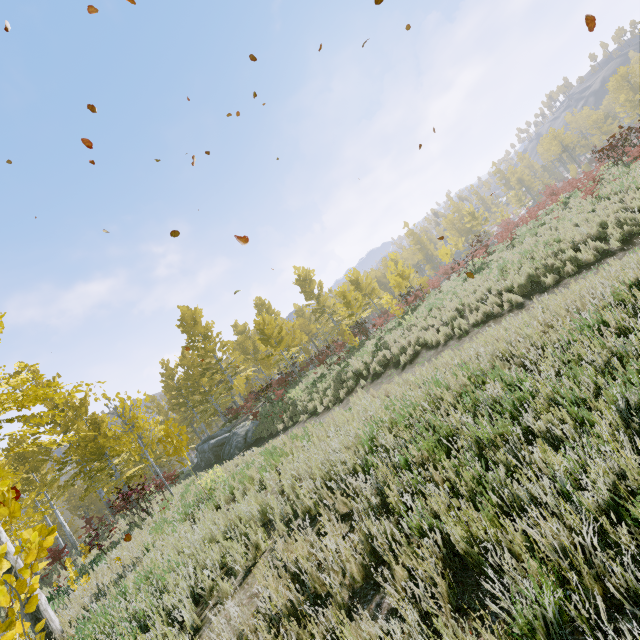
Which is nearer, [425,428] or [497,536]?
[497,536]

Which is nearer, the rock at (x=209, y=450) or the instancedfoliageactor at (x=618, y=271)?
the instancedfoliageactor at (x=618, y=271)

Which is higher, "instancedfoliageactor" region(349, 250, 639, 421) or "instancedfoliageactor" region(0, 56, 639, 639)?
"instancedfoliageactor" region(0, 56, 639, 639)

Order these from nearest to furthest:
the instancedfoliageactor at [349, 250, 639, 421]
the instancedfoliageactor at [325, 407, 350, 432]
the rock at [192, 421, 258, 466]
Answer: the instancedfoliageactor at [349, 250, 639, 421] → the instancedfoliageactor at [325, 407, 350, 432] → the rock at [192, 421, 258, 466]

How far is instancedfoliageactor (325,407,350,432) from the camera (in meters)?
7.16

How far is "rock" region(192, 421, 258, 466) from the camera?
18.02m

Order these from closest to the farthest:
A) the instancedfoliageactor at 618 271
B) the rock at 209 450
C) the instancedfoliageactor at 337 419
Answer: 1. the instancedfoliageactor at 618 271
2. the instancedfoliageactor at 337 419
3. the rock at 209 450

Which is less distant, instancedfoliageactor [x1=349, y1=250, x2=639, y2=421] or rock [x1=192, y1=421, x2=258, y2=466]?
instancedfoliageactor [x1=349, y1=250, x2=639, y2=421]
